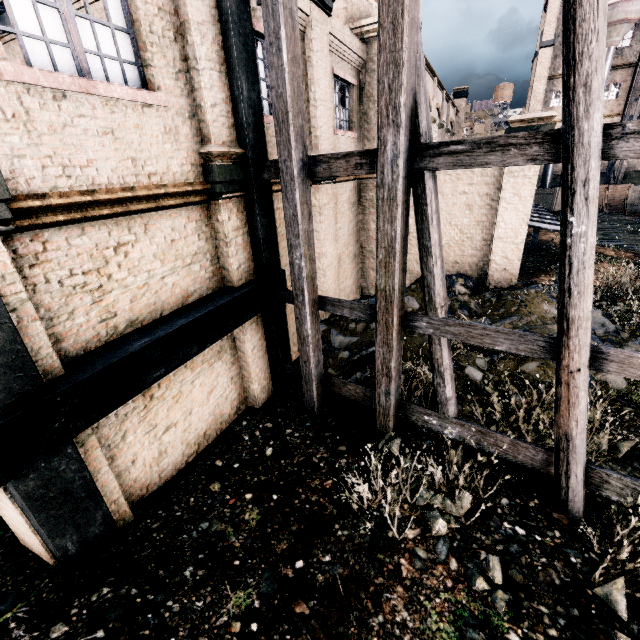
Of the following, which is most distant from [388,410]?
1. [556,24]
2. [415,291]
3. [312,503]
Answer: [556,24]

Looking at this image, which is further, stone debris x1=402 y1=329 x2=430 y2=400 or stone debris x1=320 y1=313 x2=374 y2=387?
stone debris x1=320 y1=313 x2=374 y2=387

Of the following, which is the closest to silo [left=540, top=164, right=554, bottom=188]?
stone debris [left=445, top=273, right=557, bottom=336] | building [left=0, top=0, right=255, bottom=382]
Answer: building [left=0, top=0, right=255, bottom=382]

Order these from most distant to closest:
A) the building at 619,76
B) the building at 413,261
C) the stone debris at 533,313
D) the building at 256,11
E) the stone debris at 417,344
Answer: the building at 619,76 → the building at 413,261 → the stone debris at 533,313 → the stone debris at 417,344 → the building at 256,11

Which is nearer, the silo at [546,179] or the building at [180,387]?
the building at [180,387]

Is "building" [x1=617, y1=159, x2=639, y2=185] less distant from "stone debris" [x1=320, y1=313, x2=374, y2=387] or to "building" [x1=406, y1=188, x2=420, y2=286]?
"building" [x1=406, y1=188, x2=420, y2=286]

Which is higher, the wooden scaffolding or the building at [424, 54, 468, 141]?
the building at [424, 54, 468, 141]

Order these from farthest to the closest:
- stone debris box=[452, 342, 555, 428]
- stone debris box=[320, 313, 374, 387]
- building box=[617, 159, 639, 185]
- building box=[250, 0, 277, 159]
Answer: building box=[617, 159, 639, 185]
stone debris box=[320, 313, 374, 387]
stone debris box=[452, 342, 555, 428]
building box=[250, 0, 277, 159]
